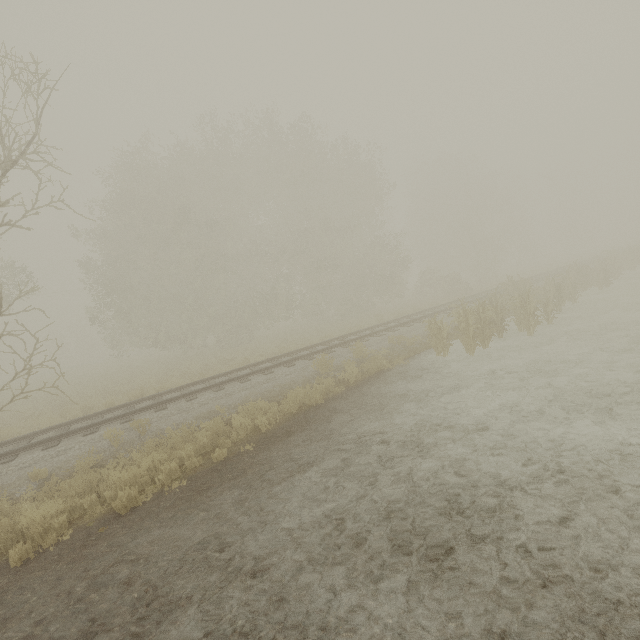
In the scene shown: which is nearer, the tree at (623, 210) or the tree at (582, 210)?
the tree at (582, 210)

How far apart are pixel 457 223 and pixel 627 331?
23.2m

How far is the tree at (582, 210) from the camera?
47.78m

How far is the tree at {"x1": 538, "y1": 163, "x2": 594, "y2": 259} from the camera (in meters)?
47.78

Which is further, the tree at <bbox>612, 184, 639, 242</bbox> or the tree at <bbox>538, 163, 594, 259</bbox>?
the tree at <bbox>612, 184, 639, 242</bbox>
